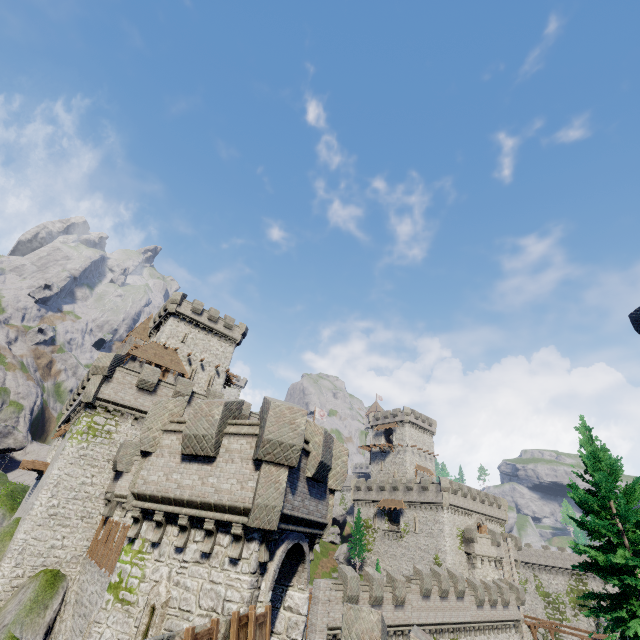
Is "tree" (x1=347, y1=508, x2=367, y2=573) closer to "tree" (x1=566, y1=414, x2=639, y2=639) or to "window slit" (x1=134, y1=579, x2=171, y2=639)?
"tree" (x1=566, y1=414, x2=639, y2=639)

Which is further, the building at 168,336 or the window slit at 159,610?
the building at 168,336

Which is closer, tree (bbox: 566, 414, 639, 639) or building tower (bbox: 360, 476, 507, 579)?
tree (bbox: 566, 414, 639, 639)

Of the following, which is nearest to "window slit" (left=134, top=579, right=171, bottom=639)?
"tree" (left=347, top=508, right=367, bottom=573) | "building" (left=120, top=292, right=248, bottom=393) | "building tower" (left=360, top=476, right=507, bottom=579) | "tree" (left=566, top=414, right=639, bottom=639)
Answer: "tree" (left=566, top=414, right=639, bottom=639)

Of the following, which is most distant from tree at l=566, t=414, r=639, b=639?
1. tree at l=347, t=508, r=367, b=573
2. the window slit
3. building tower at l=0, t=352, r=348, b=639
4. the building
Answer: the building

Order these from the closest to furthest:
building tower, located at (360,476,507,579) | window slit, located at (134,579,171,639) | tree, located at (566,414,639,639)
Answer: window slit, located at (134,579,171,639) < tree, located at (566,414,639,639) < building tower, located at (360,476,507,579)

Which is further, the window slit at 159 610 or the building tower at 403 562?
the building tower at 403 562

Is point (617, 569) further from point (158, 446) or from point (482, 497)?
point (482, 497)
